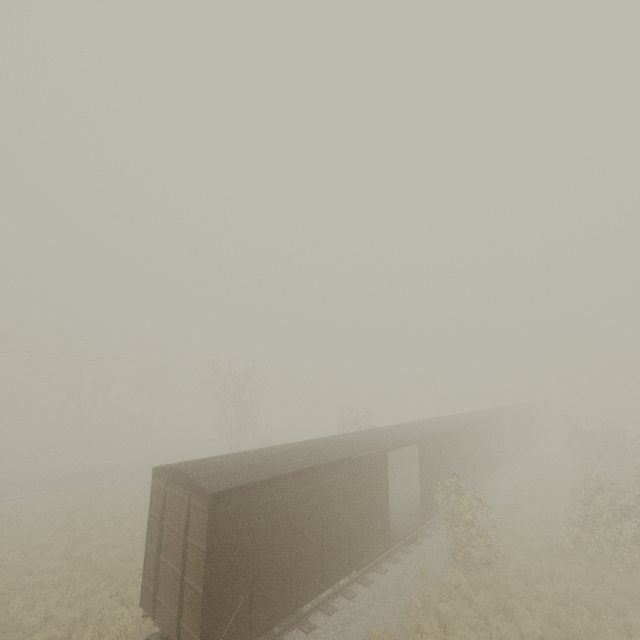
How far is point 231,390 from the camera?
31.0 meters
